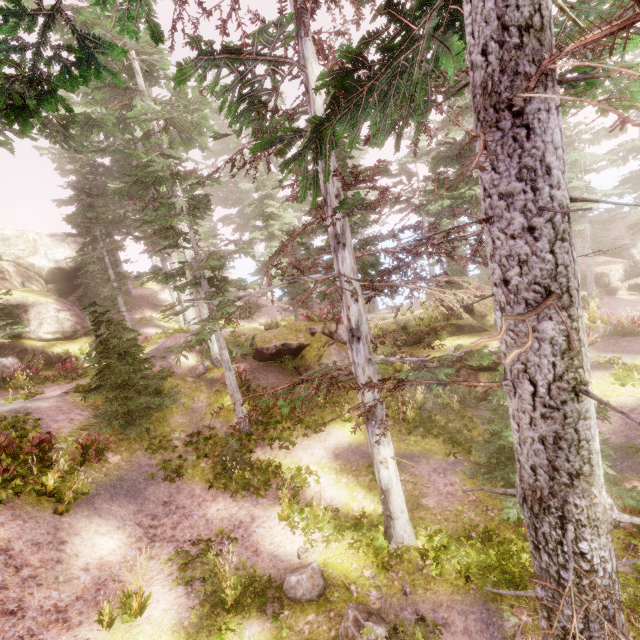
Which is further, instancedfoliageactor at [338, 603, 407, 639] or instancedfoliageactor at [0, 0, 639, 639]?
instancedfoliageactor at [338, 603, 407, 639]

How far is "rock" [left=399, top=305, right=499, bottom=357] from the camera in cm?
1560

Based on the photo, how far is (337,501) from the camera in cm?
A: 985

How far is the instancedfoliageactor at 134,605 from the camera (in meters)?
6.32

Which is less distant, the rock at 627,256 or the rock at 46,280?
the rock at 46,280

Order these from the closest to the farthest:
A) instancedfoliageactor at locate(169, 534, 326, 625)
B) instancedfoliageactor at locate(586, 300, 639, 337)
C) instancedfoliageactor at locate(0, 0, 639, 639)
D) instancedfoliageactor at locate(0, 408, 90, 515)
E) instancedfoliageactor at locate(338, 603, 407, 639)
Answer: instancedfoliageactor at locate(0, 0, 639, 639)
instancedfoliageactor at locate(338, 603, 407, 639)
instancedfoliageactor at locate(169, 534, 326, 625)
instancedfoliageactor at locate(0, 408, 90, 515)
instancedfoliageactor at locate(586, 300, 639, 337)

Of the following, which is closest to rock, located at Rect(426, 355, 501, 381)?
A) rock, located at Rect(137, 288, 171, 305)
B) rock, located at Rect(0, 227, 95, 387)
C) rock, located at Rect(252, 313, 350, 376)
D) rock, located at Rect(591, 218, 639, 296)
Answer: rock, located at Rect(252, 313, 350, 376)

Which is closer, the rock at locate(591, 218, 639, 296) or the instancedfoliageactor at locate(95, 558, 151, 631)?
the instancedfoliageactor at locate(95, 558, 151, 631)
